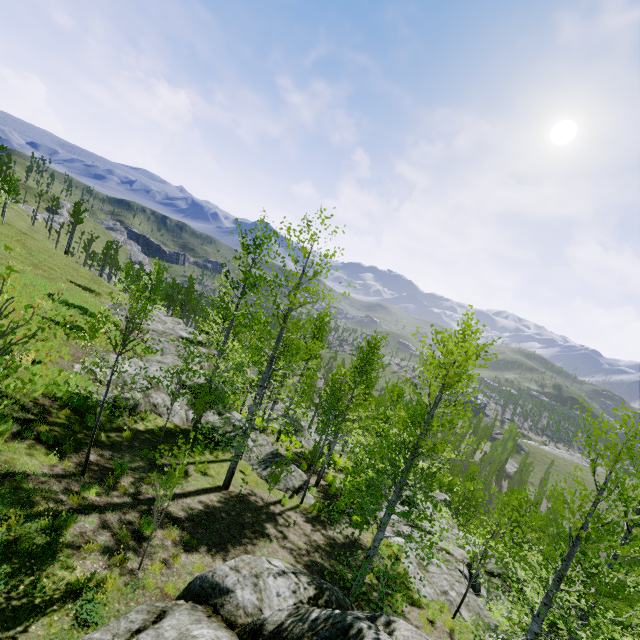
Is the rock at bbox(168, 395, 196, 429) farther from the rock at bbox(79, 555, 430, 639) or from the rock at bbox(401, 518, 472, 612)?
the rock at bbox(79, 555, 430, 639)

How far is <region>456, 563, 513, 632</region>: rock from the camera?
11.73m

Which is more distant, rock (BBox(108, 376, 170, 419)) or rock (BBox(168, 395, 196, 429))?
rock (BBox(168, 395, 196, 429))

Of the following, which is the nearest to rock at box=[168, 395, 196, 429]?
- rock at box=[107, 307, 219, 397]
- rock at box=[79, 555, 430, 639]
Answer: rock at box=[107, 307, 219, 397]

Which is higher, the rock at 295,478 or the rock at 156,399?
the rock at 156,399

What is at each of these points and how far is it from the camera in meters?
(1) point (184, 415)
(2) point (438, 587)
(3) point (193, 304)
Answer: (1) rock, 16.8
(2) rock, 12.6
(3) instancedfoliageactor, 59.3

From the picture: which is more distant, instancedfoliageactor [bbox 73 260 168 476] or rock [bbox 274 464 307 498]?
rock [bbox 274 464 307 498]

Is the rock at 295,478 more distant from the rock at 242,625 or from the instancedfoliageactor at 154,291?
the instancedfoliageactor at 154,291
